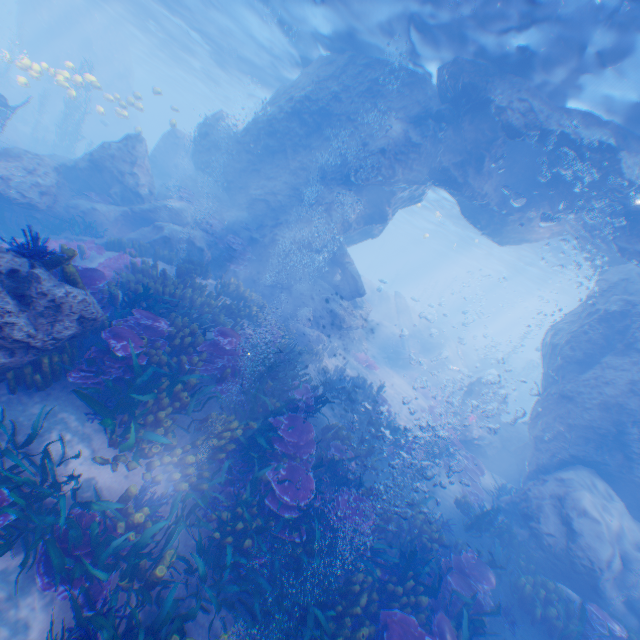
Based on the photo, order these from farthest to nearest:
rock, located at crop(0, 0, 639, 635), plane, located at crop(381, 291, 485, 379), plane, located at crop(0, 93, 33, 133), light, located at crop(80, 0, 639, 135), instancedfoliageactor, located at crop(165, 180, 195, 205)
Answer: plane, located at crop(381, 291, 485, 379) → instancedfoliageactor, located at crop(165, 180, 195, 205) → plane, located at crop(0, 93, 33, 133) → rock, located at crop(0, 0, 639, 635) → light, located at crop(80, 0, 639, 135)

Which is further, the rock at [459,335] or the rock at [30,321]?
the rock at [459,335]

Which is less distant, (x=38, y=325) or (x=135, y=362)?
(x=38, y=325)

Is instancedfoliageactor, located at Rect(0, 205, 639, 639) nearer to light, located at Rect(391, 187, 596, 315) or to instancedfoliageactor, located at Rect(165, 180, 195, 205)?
light, located at Rect(391, 187, 596, 315)

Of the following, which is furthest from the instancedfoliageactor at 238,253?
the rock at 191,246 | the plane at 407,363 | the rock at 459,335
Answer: the rock at 459,335

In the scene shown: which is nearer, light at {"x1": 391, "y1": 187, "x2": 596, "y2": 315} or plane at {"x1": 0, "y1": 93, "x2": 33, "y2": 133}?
plane at {"x1": 0, "y1": 93, "x2": 33, "y2": 133}

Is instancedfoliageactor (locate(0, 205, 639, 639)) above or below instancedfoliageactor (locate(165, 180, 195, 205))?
below

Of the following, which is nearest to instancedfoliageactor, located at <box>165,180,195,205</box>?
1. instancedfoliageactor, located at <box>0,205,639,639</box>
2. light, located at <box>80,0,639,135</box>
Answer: instancedfoliageactor, located at <box>0,205,639,639</box>
